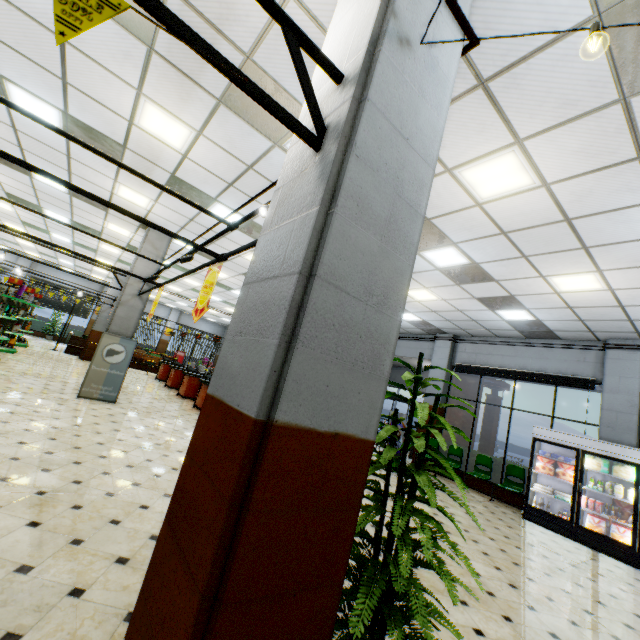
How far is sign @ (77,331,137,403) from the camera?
7.96m

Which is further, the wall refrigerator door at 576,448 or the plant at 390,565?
the wall refrigerator door at 576,448

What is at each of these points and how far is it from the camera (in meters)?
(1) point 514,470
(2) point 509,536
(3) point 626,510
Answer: (1) chair, 9.09
(2) building, 6.17
(3) boxed frozen food, 7.10

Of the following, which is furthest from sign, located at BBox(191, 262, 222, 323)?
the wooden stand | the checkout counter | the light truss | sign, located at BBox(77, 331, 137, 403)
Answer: the wooden stand

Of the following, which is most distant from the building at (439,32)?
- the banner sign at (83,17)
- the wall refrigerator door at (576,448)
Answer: the banner sign at (83,17)

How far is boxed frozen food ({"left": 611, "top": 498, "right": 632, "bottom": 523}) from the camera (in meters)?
6.82

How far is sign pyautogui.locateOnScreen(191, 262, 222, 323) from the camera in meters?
3.8

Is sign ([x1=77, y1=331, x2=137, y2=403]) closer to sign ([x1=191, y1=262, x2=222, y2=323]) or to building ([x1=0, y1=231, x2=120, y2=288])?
building ([x1=0, y1=231, x2=120, y2=288])
